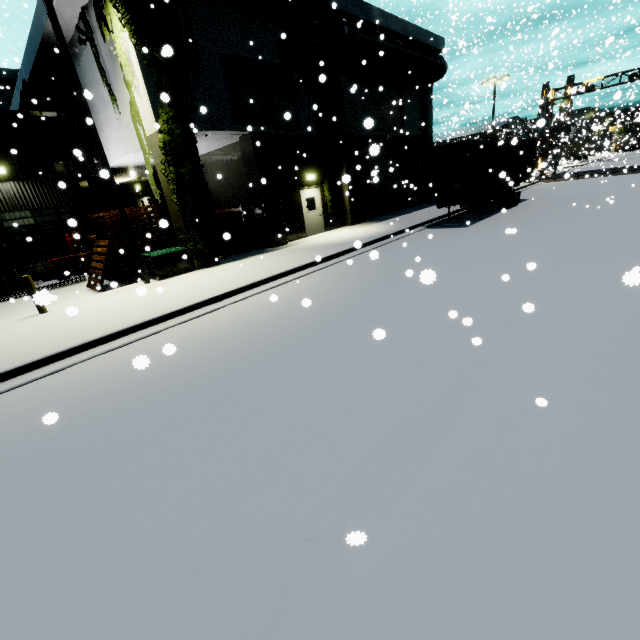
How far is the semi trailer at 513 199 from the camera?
15.73m

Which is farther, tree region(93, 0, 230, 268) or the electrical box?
the electrical box

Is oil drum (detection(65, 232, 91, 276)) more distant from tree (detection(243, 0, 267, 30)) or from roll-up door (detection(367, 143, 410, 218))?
roll-up door (detection(367, 143, 410, 218))

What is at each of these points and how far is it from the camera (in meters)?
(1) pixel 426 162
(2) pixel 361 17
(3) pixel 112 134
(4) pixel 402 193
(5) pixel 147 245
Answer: (1) cargo container door, 14.98
(2) building, 16.11
(3) building, 14.83
(4) roll-up door, 24.03
(5) pallet, 12.86

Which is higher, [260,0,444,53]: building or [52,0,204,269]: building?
[260,0,444,53]: building

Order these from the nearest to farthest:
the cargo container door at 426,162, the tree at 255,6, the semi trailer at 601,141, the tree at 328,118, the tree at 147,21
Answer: the tree at 147,21
the tree at 255,6
the cargo container door at 426,162
the tree at 328,118
the semi trailer at 601,141

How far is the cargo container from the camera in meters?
14.1

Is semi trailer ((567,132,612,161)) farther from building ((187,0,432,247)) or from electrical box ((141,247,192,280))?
electrical box ((141,247,192,280))
